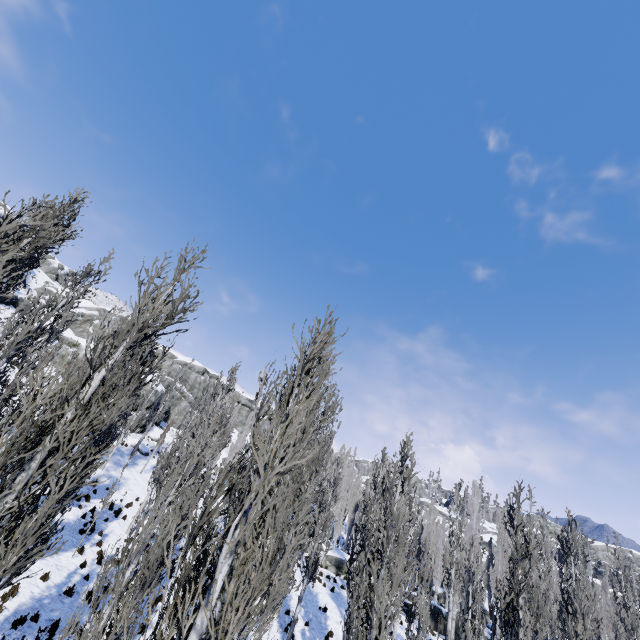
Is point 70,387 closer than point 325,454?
Yes

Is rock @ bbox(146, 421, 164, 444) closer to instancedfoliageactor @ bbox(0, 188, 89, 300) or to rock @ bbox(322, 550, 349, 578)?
→ instancedfoliageactor @ bbox(0, 188, 89, 300)

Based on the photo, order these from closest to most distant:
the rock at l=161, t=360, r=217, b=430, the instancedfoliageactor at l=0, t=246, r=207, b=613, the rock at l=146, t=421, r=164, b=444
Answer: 1. the instancedfoliageactor at l=0, t=246, r=207, b=613
2. the rock at l=146, t=421, r=164, b=444
3. the rock at l=161, t=360, r=217, b=430

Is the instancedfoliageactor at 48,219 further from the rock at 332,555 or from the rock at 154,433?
the rock at 154,433

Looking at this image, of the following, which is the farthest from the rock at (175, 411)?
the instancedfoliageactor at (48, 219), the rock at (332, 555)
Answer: the rock at (332, 555)

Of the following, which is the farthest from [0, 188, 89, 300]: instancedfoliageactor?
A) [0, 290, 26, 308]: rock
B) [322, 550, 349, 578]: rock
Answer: [0, 290, 26, 308]: rock
